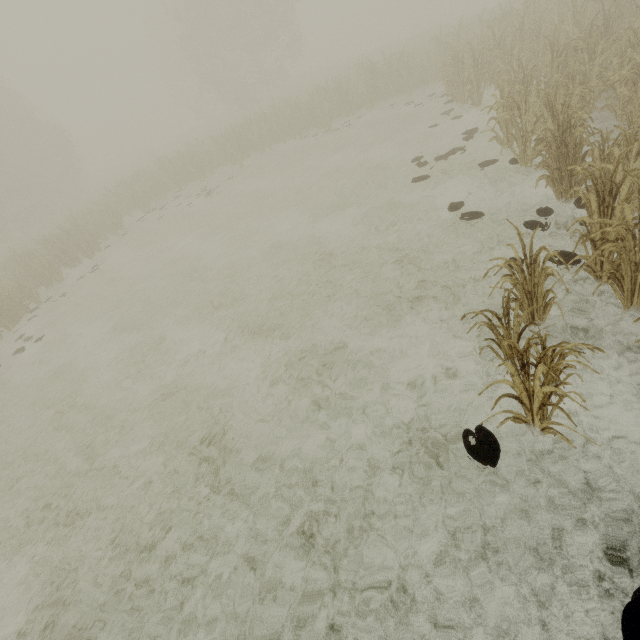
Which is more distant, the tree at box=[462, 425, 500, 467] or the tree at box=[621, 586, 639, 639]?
the tree at box=[462, 425, 500, 467]

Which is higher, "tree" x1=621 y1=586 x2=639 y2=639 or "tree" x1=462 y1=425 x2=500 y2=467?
"tree" x1=462 y1=425 x2=500 y2=467

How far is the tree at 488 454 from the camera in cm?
347

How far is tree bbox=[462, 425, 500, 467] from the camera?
3.5 meters

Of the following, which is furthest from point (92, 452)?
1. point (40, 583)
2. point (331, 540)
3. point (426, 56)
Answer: point (426, 56)

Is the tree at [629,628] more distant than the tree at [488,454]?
No
